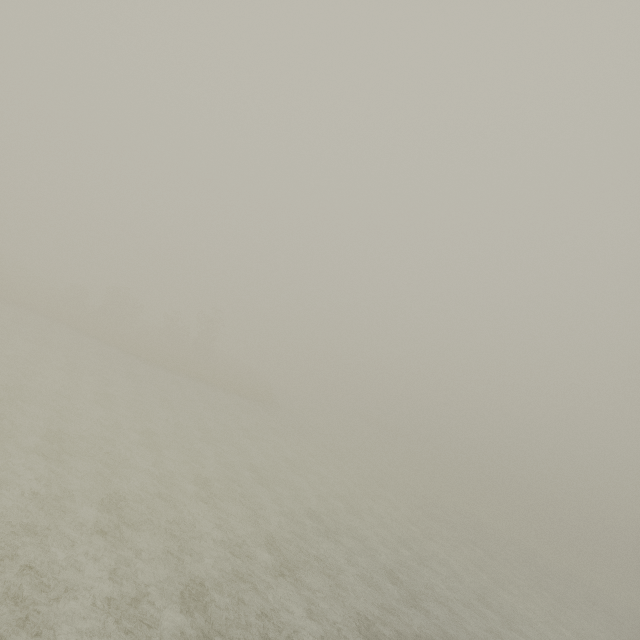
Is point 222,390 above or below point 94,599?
above
